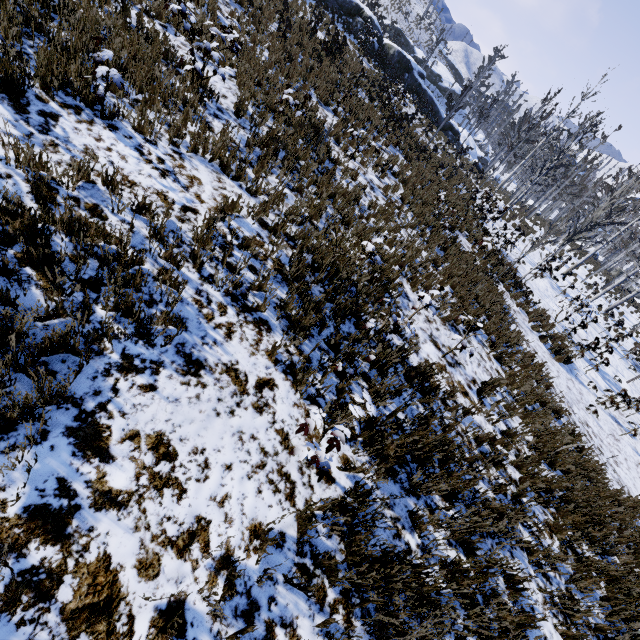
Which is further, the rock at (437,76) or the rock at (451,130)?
the rock at (451,130)

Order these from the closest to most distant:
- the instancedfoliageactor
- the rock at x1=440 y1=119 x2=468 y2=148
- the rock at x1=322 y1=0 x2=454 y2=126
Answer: the instancedfoliageactor, the rock at x1=322 y1=0 x2=454 y2=126, the rock at x1=440 y1=119 x2=468 y2=148

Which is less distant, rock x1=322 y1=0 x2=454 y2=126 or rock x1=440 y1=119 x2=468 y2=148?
rock x1=322 y1=0 x2=454 y2=126

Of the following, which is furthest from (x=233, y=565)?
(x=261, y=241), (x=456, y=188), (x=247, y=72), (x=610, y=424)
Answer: (x=456, y=188)

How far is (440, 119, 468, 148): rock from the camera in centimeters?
3194cm

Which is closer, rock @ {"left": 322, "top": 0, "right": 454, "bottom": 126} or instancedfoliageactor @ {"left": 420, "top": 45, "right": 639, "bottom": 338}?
instancedfoliageactor @ {"left": 420, "top": 45, "right": 639, "bottom": 338}

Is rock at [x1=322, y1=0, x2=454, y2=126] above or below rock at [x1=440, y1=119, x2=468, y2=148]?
above

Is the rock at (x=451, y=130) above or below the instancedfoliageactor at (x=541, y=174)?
below
